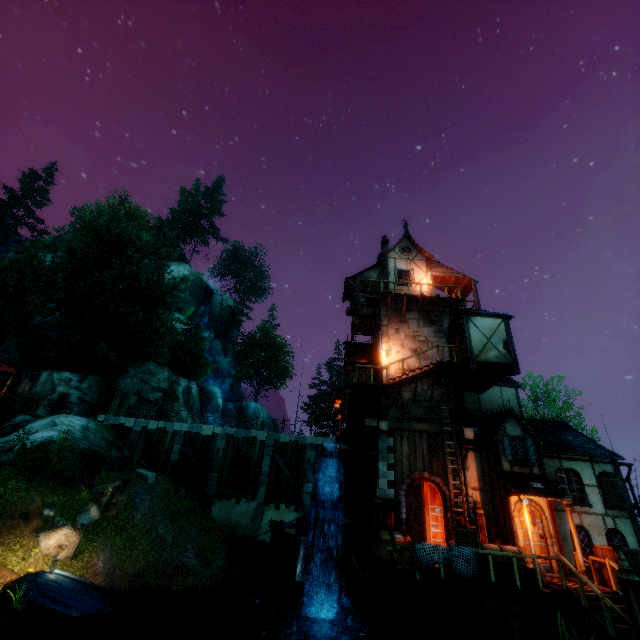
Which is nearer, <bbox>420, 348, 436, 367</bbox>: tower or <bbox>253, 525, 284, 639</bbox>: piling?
<bbox>253, 525, 284, 639</bbox>: piling

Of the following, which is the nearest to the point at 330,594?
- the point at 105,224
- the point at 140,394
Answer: the point at 140,394

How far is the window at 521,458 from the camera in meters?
14.3 m

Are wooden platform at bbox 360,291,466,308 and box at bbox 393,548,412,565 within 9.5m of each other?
no

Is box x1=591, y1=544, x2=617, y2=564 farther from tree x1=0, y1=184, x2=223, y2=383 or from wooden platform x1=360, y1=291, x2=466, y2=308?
wooden platform x1=360, y1=291, x2=466, y2=308

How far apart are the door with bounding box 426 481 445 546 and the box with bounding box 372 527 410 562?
0.4m

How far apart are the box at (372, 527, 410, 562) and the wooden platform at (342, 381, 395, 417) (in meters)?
5.46

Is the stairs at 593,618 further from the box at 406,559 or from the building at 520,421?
the box at 406,559
